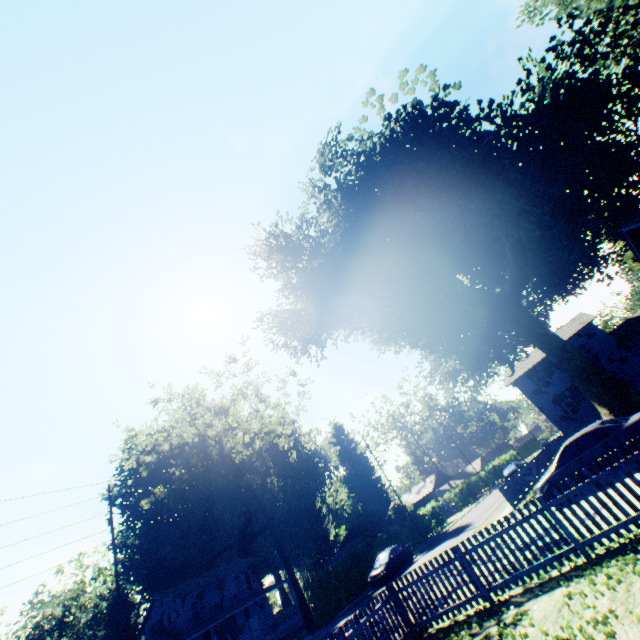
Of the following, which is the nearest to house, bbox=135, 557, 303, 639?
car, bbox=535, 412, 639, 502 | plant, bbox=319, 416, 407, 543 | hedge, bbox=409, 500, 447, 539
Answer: plant, bbox=319, 416, 407, 543

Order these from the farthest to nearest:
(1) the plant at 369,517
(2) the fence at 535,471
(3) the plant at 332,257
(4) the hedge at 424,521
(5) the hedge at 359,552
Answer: (1) the plant at 369,517 < (4) the hedge at 424,521 < (5) the hedge at 359,552 < (3) the plant at 332,257 < (2) the fence at 535,471

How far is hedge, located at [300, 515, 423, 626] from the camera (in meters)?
24.16

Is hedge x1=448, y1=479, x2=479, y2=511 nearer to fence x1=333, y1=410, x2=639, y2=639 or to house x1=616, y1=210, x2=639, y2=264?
house x1=616, y1=210, x2=639, y2=264

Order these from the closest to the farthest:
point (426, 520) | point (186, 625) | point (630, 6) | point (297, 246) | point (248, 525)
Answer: point (630, 6)
point (297, 246)
point (186, 625)
point (426, 520)
point (248, 525)

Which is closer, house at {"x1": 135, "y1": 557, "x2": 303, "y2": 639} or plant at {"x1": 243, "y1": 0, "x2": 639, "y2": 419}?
plant at {"x1": 243, "y1": 0, "x2": 639, "y2": 419}

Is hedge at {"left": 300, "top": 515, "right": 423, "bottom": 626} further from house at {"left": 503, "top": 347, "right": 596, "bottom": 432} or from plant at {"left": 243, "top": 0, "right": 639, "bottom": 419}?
house at {"left": 503, "top": 347, "right": 596, "bottom": 432}

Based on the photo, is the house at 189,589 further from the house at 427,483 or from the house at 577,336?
the house at 577,336
